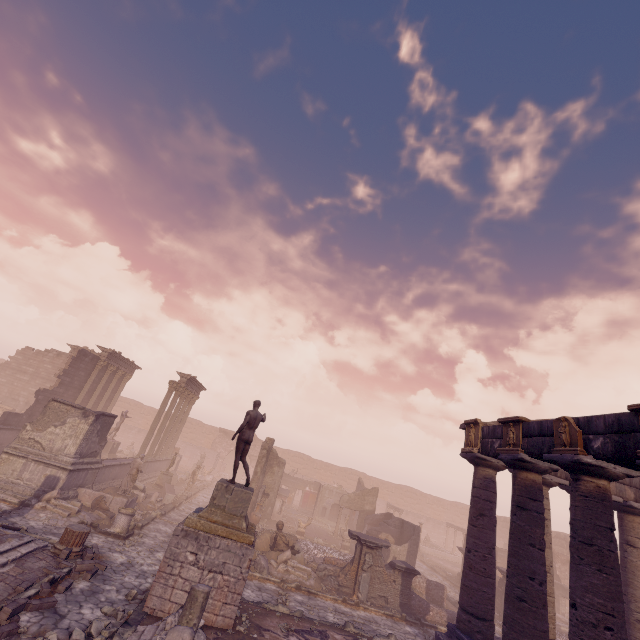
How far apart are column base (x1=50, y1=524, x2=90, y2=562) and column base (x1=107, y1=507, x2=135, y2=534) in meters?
2.5 m

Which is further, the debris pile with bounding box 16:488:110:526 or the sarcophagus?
the sarcophagus

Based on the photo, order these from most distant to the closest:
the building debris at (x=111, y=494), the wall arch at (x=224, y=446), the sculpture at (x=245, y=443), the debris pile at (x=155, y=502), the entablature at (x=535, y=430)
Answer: the wall arch at (x=224, y=446) → the debris pile at (x=155, y=502) → the building debris at (x=111, y=494) → the sculpture at (x=245, y=443) → the entablature at (x=535, y=430)

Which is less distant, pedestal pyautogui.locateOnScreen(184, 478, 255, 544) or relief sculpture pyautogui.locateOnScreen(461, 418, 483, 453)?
pedestal pyautogui.locateOnScreen(184, 478, 255, 544)

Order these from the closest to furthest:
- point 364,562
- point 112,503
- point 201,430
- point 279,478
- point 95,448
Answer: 1. point 364,562
2. point 112,503
3. point 95,448
4. point 279,478
5. point 201,430

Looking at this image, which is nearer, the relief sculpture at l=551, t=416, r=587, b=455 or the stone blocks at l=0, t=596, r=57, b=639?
the stone blocks at l=0, t=596, r=57, b=639

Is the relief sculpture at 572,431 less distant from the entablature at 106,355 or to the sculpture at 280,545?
the sculpture at 280,545

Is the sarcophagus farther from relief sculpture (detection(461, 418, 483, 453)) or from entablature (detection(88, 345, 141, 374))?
relief sculpture (detection(461, 418, 483, 453))
